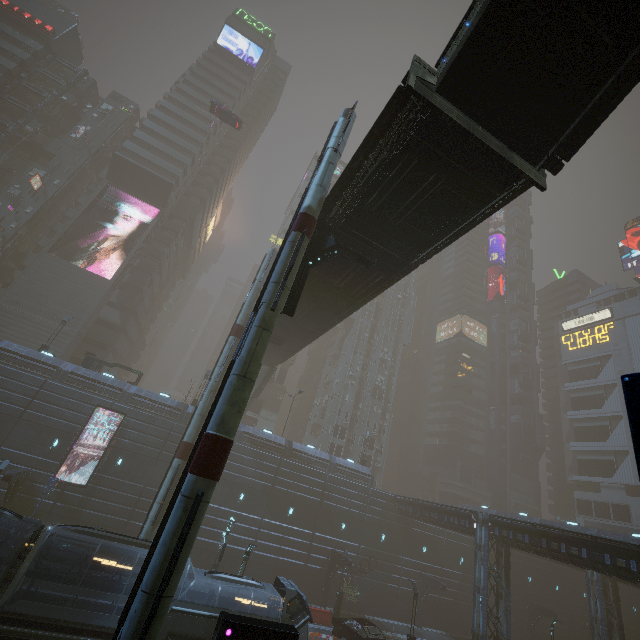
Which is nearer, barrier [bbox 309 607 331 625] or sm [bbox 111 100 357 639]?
sm [bbox 111 100 357 639]

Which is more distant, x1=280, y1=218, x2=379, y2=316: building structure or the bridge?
x1=280, y1=218, x2=379, y2=316: building structure

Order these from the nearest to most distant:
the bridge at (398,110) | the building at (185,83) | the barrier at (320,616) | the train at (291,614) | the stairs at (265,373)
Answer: the bridge at (398,110), the train at (291,614), the barrier at (320,616), the building at (185,83), the stairs at (265,373)

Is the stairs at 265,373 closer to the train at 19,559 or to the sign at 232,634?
the train at 19,559

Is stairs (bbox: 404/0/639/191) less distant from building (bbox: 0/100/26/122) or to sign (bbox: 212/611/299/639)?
building (bbox: 0/100/26/122)

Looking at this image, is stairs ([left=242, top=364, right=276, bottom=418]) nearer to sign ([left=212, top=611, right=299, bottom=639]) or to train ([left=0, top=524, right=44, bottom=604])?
train ([left=0, top=524, right=44, bottom=604])

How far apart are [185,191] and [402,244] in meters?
56.1

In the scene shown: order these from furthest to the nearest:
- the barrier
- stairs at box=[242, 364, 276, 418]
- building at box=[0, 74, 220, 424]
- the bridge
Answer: stairs at box=[242, 364, 276, 418] → building at box=[0, 74, 220, 424] → the barrier → the bridge
